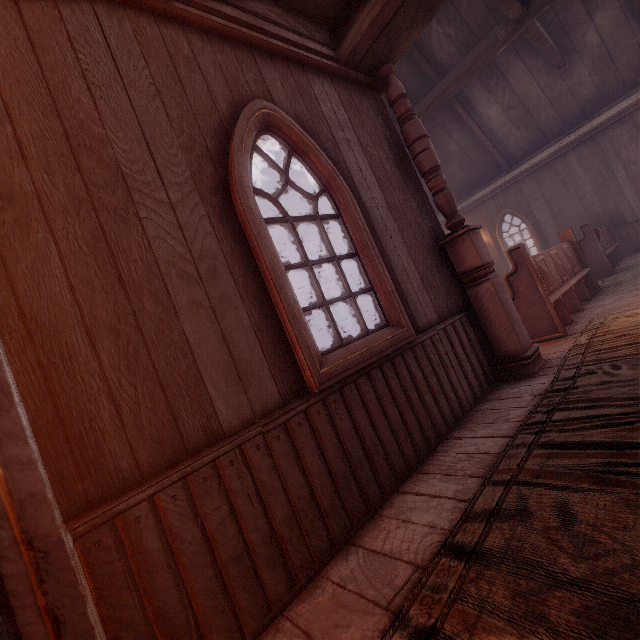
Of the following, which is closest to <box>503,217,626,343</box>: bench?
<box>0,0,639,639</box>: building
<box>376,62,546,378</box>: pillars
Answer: <box>0,0,639,639</box>: building

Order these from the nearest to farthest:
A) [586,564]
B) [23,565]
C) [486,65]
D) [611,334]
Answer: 1. [23,565]
2. [586,564]
3. [611,334]
4. [486,65]

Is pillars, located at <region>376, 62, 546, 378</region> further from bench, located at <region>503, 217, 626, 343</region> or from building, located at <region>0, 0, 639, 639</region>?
bench, located at <region>503, 217, 626, 343</region>

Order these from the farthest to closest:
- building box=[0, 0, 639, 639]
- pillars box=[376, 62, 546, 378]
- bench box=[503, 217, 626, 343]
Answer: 1. bench box=[503, 217, 626, 343]
2. pillars box=[376, 62, 546, 378]
3. building box=[0, 0, 639, 639]

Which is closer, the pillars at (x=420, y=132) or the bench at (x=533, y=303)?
the pillars at (x=420, y=132)

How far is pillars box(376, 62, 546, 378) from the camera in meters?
3.3 m

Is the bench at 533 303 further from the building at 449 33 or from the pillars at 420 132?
the pillars at 420 132
